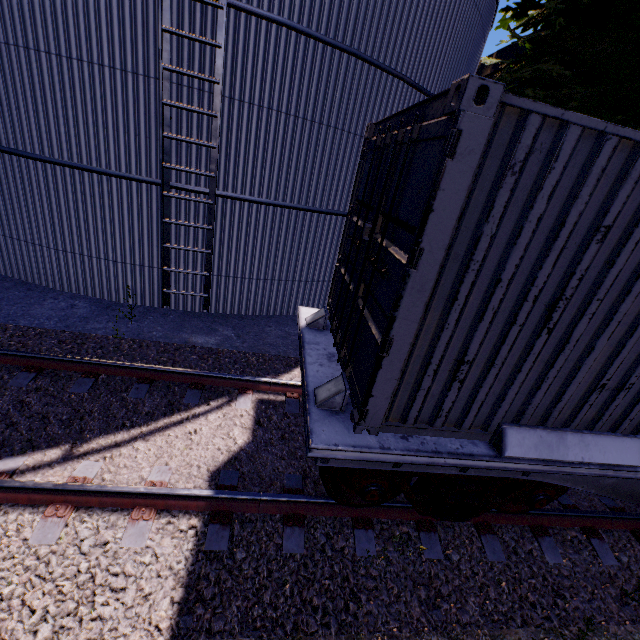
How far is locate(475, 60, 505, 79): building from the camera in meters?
16.7 m

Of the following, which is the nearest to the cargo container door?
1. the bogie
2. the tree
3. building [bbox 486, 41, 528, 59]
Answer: the bogie

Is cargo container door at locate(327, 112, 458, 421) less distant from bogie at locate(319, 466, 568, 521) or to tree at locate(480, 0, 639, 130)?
bogie at locate(319, 466, 568, 521)

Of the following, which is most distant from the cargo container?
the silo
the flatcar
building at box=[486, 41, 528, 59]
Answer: building at box=[486, 41, 528, 59]

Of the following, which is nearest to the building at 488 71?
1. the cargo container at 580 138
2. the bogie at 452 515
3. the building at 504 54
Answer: the cargo container at 580 138

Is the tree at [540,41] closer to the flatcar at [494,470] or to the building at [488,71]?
the building at [488,71]

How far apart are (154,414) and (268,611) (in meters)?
2.79

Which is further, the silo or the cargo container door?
the silo
